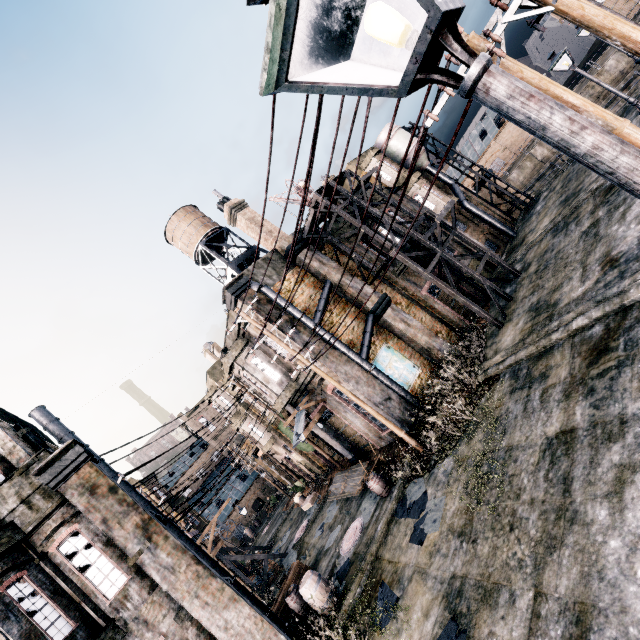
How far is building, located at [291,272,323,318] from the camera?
17.2m

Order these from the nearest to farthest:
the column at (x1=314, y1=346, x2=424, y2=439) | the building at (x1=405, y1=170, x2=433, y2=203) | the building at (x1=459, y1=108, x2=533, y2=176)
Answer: the column at (x1=314, y1=346, x2=424, y2=439)
the building at (x1=405, y1=170, x2=433, y2=203)
the building at (x1=459, y1=108, x2=533, y2=176)

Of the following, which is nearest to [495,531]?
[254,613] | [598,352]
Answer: [598,352]

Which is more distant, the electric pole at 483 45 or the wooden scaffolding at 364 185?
the wooden scaffolding at 364 185

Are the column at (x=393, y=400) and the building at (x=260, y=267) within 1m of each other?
yes

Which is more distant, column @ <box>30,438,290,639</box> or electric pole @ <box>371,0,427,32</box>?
column @ <box>30,438,290,639</box>

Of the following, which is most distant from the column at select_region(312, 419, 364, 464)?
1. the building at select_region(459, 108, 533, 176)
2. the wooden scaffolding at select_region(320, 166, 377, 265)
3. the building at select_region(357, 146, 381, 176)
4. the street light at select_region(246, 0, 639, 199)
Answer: the building at select_region(459, 108, 533, 176)

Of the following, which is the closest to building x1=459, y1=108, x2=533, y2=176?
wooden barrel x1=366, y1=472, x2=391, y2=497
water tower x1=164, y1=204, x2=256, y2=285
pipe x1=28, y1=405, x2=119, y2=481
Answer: water tower x1=164, y1=204, x2=256, y2=285
